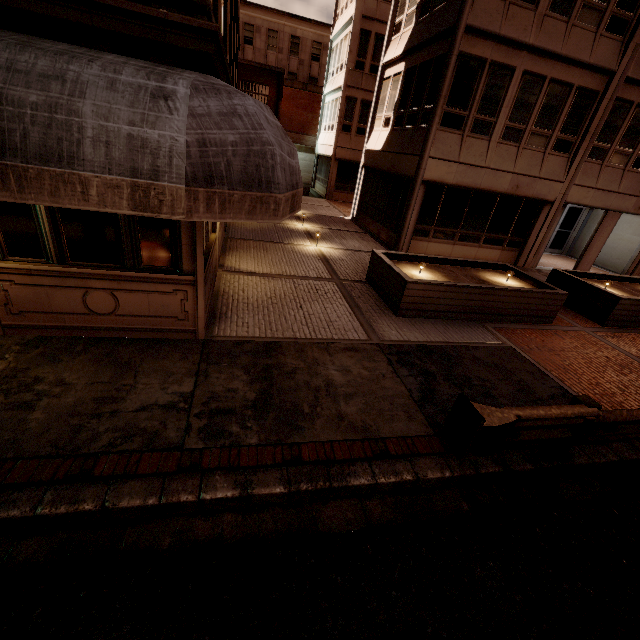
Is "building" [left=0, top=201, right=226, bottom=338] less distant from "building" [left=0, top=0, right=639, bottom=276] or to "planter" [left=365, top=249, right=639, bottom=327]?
"planter" [left=365, top=249, right=639, bottom=327]

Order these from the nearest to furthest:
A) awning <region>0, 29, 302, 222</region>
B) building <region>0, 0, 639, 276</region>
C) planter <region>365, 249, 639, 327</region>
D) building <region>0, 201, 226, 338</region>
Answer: awning <region>0, 29, 302, 222</region> < building <region>0, 0, 639, 276</region> < building <region>0, 201, 226, 338</region> < planter <region>365, 249, 639, 327</region>

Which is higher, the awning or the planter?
the awning

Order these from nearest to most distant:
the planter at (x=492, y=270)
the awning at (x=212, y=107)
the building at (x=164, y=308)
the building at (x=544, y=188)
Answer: the awning at (x=212, y=107)
the building at (x=544, y=188)
the building at (x=164, y=308)
the planter at (x=492, y=270)

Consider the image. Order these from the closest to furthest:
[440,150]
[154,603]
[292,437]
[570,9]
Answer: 1. [154,603]
2. [292,437]
3. [570,9]
4. [440,150]

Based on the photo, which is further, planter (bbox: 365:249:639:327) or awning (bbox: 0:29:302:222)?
planter (bbox: 365:249:639:327)

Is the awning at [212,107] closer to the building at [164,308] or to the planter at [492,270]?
the building at [164,308]

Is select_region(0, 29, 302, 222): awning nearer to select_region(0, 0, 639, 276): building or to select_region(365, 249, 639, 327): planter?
select_region(365, 249, 639, 327): planter
